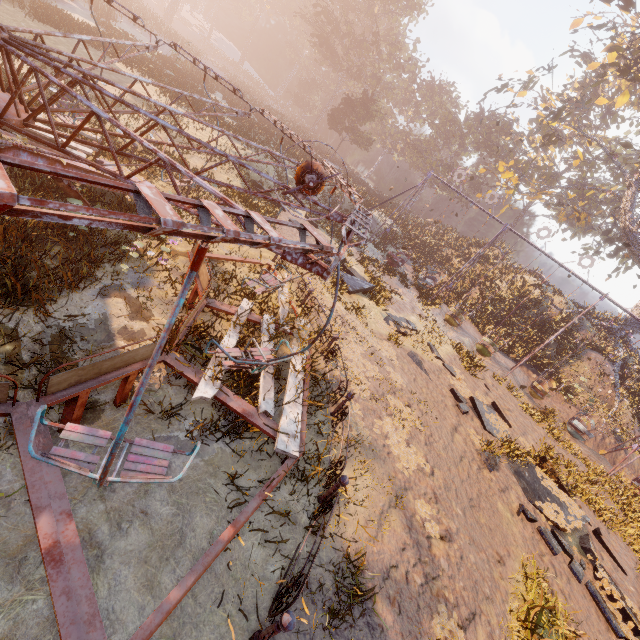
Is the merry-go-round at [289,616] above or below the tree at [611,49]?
below

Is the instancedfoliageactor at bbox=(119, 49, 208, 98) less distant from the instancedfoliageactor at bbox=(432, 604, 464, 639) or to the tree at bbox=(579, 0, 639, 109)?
the tree at bbox=(579, 0, 639, 109)

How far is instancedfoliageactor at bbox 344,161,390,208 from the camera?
29.9 meters

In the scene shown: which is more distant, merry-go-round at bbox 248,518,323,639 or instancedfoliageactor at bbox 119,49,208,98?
instancedfoliageactor at bbox 119,49,208,98

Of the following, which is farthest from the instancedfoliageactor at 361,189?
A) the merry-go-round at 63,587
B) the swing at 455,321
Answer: the merry-go-round at 63,587

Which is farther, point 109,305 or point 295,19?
point 295,19

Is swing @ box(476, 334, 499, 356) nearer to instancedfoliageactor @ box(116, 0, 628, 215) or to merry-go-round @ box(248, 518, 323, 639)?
instancedfoliageactor @ box(116, 0, 628, 215)

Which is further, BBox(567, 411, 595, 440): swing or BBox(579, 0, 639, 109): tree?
BBox(579, 0, 639, 109): tree
